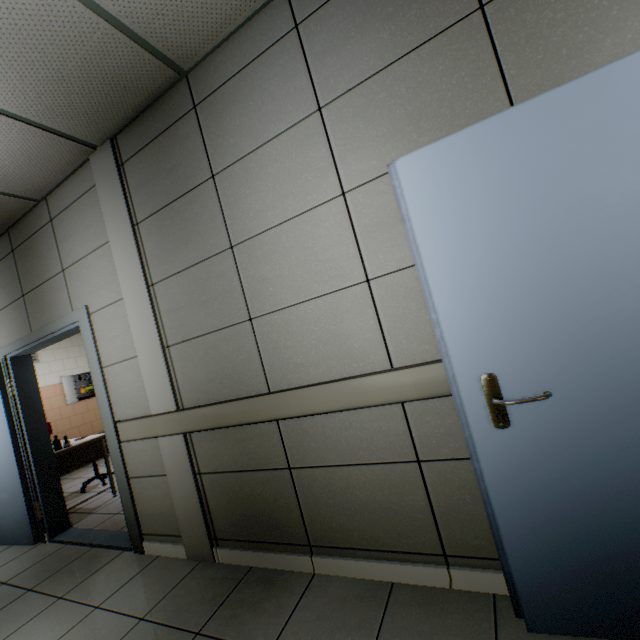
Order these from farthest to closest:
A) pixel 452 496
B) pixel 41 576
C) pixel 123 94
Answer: pixel 41 576 < pixel 123 94 < pixel 452 496

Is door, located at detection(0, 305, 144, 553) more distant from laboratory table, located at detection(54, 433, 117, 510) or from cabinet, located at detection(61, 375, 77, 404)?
cabinet, located at detection(61, 375, 77, 404)

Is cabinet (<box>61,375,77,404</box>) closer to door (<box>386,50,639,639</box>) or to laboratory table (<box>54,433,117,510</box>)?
laboratory table (<box>54,433,117,510</box>)

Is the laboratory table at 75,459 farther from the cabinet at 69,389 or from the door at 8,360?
the cabinet at 69,389

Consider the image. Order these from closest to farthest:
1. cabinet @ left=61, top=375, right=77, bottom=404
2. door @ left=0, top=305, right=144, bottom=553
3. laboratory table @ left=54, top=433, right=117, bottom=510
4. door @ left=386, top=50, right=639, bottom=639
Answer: door @ left=386, top=50, right=639, bottom=639 < door @ left=0, top=305, right=144, bottom=553 < laboratory table @ left=54, top=433, right=117, bottom=510 < cabinet @ left=61, top=375, right=77, bottom=404

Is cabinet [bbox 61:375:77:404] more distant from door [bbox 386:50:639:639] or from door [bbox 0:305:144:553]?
door [bbox 386:50:639:639]

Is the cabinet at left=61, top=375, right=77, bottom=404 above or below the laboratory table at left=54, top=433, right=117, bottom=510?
above

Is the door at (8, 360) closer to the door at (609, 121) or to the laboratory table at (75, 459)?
the laboratory table at (75, 459)
